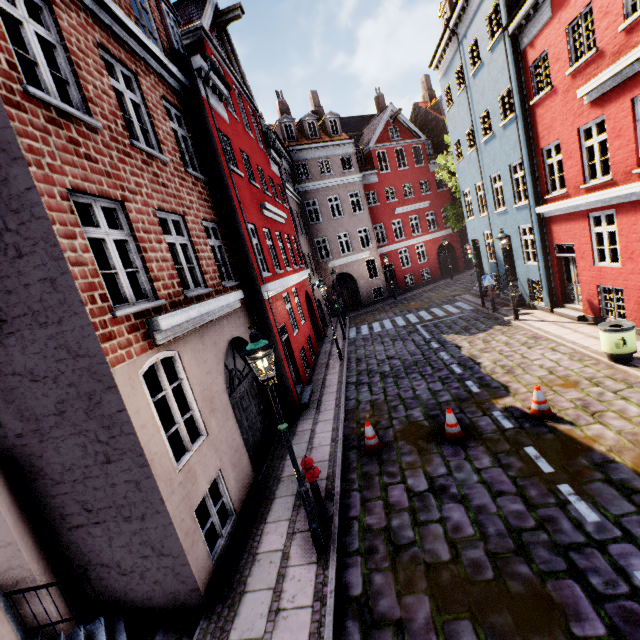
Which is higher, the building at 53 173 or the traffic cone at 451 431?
the building at 53 173

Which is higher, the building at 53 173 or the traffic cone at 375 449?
the building at 53 173

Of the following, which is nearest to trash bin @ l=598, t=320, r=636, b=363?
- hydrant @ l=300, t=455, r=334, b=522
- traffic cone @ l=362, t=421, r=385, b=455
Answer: traffic cone @ l=362, t=421, r=385, b=455

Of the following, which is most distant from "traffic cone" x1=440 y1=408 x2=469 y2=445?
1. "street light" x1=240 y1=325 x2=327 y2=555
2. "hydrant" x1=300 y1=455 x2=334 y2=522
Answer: "street light" x1=240 y1=325 x2=327 y2=555

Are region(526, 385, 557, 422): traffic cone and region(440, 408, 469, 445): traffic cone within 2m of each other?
yes

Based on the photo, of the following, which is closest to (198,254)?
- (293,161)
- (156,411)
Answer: (156,411)

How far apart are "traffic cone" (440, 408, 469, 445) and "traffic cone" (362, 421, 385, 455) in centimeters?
128cm

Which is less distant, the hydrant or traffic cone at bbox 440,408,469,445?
the hydrant
